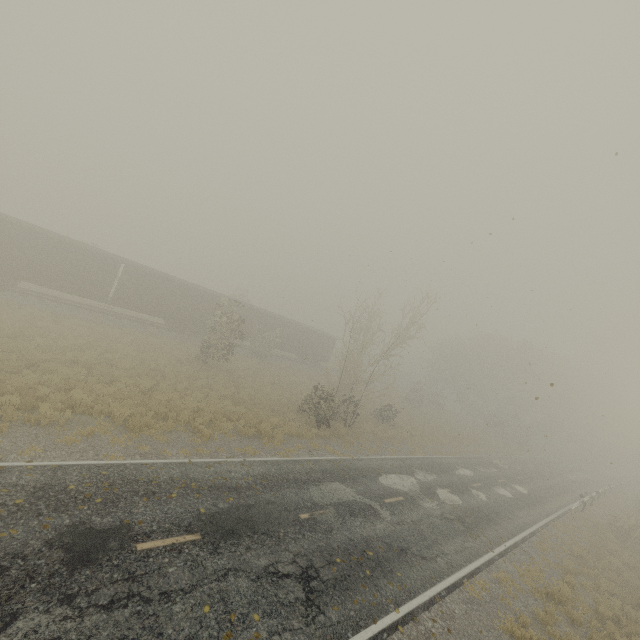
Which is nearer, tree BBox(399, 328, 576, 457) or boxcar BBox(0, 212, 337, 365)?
boxcar BBox(0, 212, 337, 365)

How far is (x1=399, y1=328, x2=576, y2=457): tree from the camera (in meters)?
46.41

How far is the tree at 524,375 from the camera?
46.4m

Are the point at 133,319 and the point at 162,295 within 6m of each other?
yes

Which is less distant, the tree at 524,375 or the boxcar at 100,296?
the boxcar at 100,296
